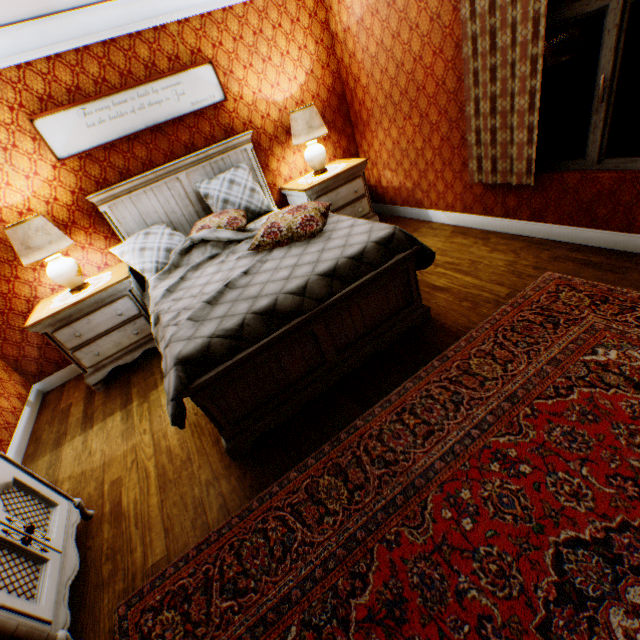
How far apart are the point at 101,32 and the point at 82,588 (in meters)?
4.69

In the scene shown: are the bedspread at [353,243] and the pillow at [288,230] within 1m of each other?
yes

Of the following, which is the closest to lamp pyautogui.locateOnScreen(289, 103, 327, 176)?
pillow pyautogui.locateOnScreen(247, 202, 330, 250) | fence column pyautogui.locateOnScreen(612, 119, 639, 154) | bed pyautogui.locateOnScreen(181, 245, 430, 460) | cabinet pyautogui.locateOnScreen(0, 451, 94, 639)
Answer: pillow pyautogui.locateOnScreen(247, 202, 330, 250)

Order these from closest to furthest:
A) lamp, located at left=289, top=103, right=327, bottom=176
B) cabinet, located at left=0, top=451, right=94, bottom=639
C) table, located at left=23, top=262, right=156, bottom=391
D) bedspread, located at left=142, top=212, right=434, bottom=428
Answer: cabinet, located at left=0, top=451, right=94, bottom=639
bedspread, located at left=142, top=212, right=434, bottom=428
table, located at left=23, top=262, right=156, bottom=391
lamp, located at left=289, top=103, right=327, bottom=176

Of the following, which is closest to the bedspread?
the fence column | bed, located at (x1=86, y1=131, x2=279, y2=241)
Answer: bed, located at (x1=86, y1=131, x2=279, y2=241)

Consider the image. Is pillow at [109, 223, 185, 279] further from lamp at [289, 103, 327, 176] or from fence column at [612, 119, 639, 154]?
fence column at [612, 119, 639, 154]

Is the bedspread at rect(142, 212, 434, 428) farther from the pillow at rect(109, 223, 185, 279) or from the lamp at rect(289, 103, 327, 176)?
the lamp at rect(289, 103, 327, 176)

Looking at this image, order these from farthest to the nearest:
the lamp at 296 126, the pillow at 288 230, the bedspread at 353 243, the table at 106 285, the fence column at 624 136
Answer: the fence column at 624 136, the lamp at 296 126, the table at 106 285, the pillow at 288 230, the bedspread at 353 243
